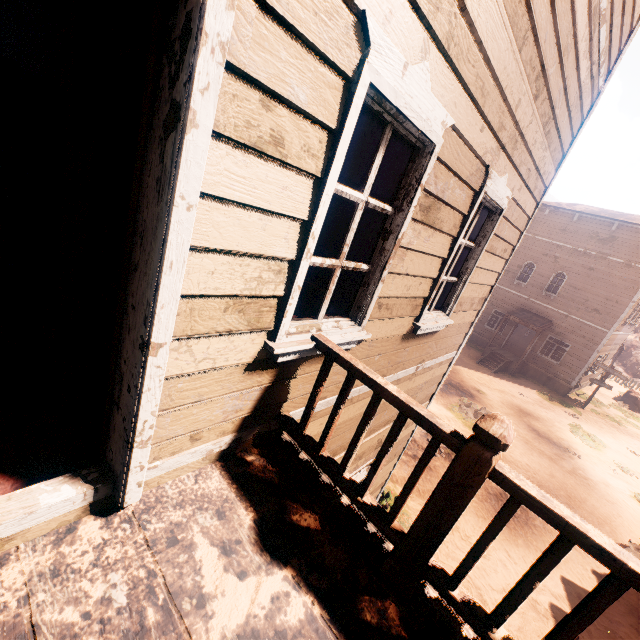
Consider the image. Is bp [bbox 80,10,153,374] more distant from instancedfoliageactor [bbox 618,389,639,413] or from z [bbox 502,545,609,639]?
instancedfoliageactor [bbox 618,389,639,413]

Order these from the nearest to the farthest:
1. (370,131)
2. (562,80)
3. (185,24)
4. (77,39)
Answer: (185,24) → (77,39) → (562,80) → (370,131)

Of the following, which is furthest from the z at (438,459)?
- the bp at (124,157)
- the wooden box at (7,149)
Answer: the wooden box at (7,149)

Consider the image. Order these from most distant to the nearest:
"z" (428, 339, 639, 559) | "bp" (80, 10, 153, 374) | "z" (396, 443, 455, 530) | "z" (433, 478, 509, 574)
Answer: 1. "z" (428, 339, 639, 559)
2. "z" (396, 443, 455, 530)
3. "z" (433, 478, 509, 574)
4. "bp" (80, 10, 153, 374)

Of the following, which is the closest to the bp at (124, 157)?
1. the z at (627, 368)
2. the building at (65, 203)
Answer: the building at (65, 203)

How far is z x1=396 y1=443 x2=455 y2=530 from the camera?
8.3m

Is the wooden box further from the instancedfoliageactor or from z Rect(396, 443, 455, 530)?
the instancedfoliageactor
